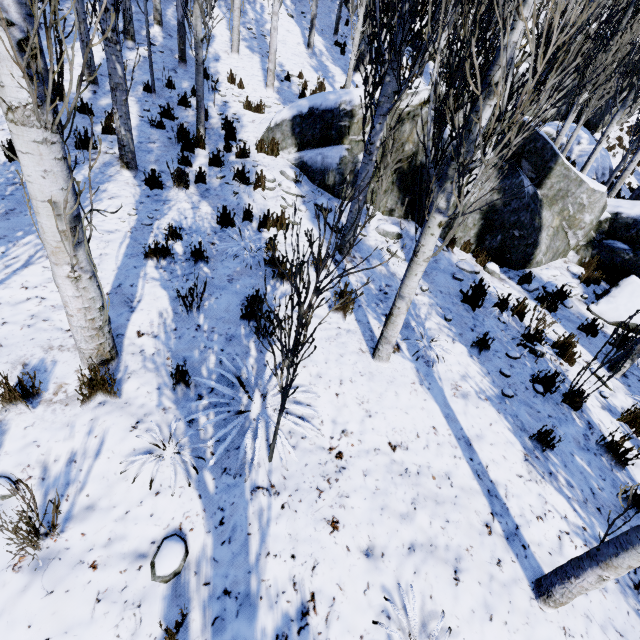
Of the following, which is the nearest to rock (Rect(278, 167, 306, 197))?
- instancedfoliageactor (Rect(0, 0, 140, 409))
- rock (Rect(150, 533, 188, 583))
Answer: instancedfoliageactor (Rect(0, 0, 140, 409))

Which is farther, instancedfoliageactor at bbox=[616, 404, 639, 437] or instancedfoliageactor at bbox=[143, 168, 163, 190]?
instancedfoliageactor at bbox=[143, 168, 163, 190]

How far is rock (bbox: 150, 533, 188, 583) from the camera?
2.2m

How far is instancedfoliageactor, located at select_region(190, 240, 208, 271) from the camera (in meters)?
4.54

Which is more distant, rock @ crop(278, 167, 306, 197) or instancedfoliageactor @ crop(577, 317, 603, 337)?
rock @ crop(278, 167, 306, 197)

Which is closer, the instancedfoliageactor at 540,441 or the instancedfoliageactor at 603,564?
the instancedfoliageactor at 603,564

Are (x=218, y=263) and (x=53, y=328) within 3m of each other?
yes
